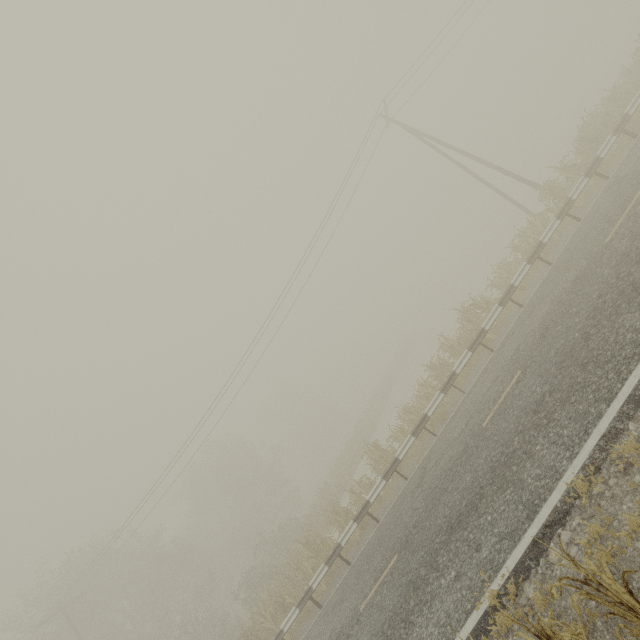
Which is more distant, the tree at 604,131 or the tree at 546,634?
the tree at 604,131

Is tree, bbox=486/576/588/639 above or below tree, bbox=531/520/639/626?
above

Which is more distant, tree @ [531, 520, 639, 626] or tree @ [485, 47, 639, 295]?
tree @ [485, 47, 639, 295]

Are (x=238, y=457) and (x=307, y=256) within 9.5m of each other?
no
